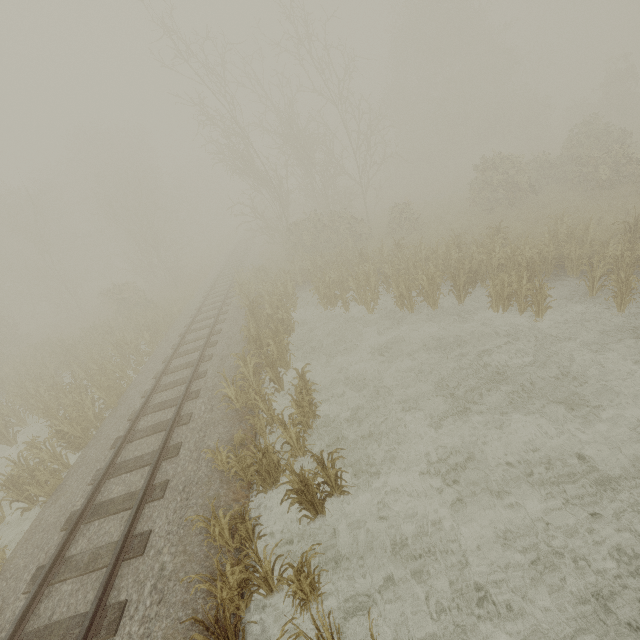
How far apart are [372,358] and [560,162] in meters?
19.8
